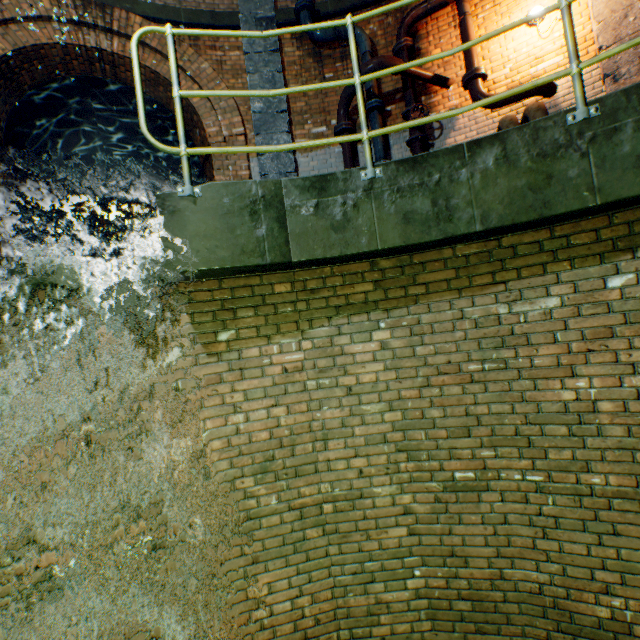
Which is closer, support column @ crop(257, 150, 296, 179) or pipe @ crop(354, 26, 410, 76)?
pipe @ crop(354, 26, 410, 76)

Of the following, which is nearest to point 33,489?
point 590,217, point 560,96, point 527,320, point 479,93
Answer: point 527,320

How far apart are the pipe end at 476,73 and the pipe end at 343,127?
1.8m

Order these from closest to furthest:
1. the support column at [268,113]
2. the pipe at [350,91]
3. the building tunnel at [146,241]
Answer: the pipe at [350,91]
the support column at [268,113]
the building tunnel at [146,241]

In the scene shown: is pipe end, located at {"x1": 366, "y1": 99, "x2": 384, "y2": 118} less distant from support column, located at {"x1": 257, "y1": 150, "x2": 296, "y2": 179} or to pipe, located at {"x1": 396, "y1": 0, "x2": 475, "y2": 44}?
pipe, located at {"x1": 396, "y1": 0, "x2": 475, "y2": 44}

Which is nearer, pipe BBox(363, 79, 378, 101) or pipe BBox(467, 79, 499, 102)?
pipe BBox(467, 79, 499, 102)

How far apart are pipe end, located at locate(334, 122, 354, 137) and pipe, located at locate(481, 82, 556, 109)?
1.9 meters

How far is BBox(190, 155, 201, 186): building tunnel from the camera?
9.8 meters
